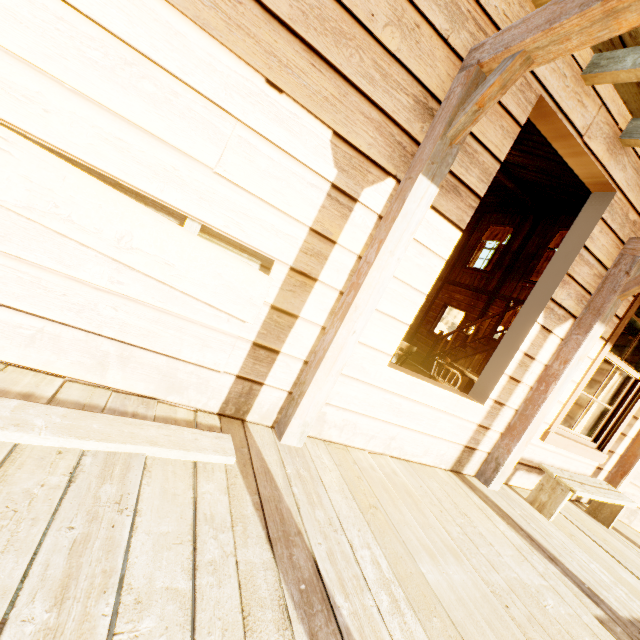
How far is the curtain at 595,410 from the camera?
4.2 meters

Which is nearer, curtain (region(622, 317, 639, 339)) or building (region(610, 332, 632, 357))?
curtain (region(622, 317, 639, 339))

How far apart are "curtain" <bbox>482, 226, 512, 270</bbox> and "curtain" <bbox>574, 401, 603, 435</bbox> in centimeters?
752cm

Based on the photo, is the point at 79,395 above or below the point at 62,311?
below

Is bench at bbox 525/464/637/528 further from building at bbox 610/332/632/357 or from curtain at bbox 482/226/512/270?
curtain at bbox 482/226/512/270

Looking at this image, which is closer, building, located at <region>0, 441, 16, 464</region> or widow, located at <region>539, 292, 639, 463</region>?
building, located at <region>0, 441, 16, 464</region>

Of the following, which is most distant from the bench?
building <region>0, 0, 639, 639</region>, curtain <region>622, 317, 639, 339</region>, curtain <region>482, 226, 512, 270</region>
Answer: curtain <region>482, 226, 512, 270</region>

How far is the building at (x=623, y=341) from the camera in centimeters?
507cm
